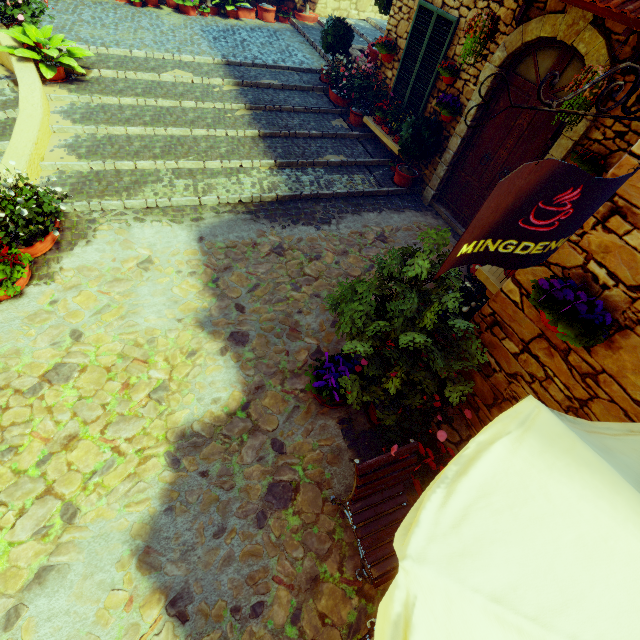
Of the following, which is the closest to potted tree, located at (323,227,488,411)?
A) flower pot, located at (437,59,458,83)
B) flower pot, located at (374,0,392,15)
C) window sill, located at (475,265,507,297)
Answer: window sill, located at (475,265,507,297)

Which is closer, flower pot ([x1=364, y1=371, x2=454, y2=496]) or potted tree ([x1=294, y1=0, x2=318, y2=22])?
flower pot ([x1=364, y1=371, x2=454, y2=496])

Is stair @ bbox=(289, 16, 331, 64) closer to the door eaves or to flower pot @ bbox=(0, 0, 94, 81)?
flower pot @ bbox=(0, 0, 94, 81)

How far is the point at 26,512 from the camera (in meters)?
2.92

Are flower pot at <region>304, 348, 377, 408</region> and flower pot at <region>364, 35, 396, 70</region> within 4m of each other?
no

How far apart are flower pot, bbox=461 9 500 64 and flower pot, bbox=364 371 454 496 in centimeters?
541cm

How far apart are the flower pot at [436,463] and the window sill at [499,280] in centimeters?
185cm

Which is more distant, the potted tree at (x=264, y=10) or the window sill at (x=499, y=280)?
the potted tree at (x=264, y=10)
